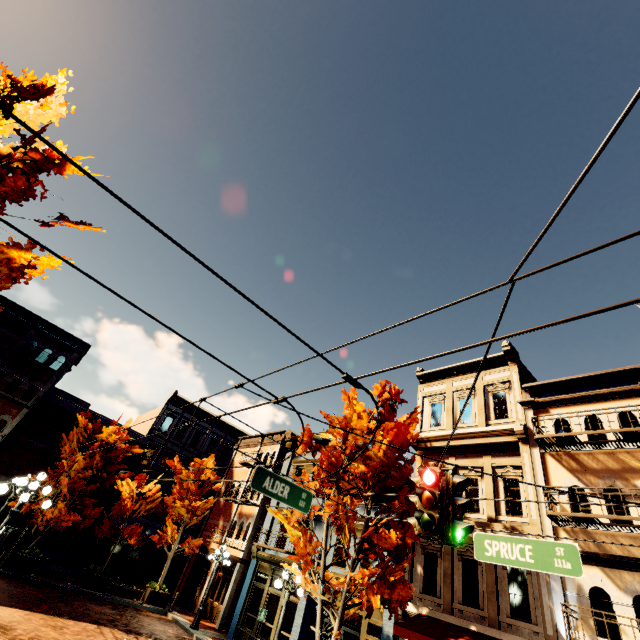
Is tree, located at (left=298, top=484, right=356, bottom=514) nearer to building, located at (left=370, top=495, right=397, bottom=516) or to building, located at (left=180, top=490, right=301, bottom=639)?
building, located at (left=370, top=495, right=397, bottom=516)

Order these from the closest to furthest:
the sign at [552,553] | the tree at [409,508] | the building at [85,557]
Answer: the sign at [552,553] → the tree at [409,508] → the building at [85,557]

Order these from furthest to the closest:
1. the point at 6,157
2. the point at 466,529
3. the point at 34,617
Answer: the point at 34,617 → the point at 6,157 → the point at 466,529

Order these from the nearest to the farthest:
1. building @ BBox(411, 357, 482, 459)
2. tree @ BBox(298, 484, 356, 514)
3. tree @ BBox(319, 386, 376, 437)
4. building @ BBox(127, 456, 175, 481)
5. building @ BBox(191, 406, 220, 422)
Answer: tree @ BBox(298, 484, 356, 514)
tree @ BBox(319, 386, 376, 437)
building @ BBox(411, 357, 482, 459)
building @ BBox(127, 456, 175, 481)
building @ BBox(191, 406, 220, 422)

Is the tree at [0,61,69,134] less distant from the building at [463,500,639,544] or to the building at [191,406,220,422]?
the building at [463,500,639,544]

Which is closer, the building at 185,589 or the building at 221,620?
the building at 221,620

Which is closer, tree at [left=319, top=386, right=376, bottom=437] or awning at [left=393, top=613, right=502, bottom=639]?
awning at [left=393, top=613, right=502, bottom=639]

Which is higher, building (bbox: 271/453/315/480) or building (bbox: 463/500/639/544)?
building (bbox: 271/453/315/480)
